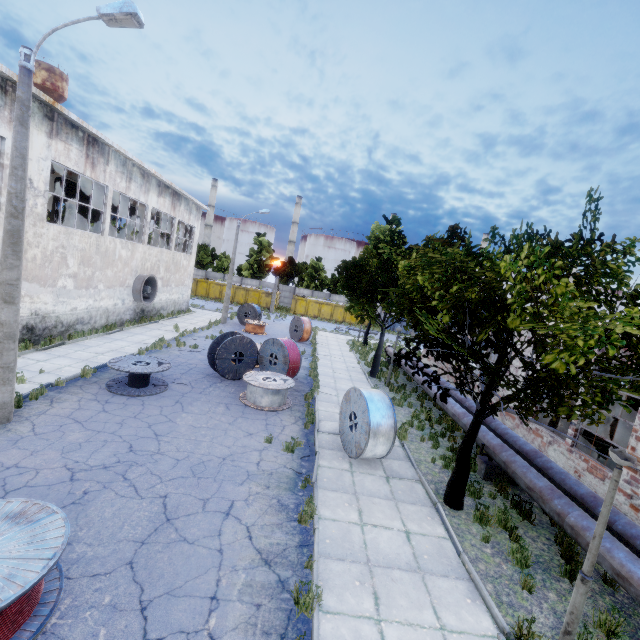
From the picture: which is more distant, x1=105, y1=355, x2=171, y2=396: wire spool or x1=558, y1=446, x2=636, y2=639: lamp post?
x1=105, y1=355, x2=171, y2=396: wire spool

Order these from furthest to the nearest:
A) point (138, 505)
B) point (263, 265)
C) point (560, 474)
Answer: point (263, 265) → point (560, 474) → point (138, 505)

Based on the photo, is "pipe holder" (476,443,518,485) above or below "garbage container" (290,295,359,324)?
below

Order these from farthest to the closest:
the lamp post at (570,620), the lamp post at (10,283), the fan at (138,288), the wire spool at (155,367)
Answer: the fan at (138,288), the wire spool at (155,367), the lamp post at (10,283), the lamp post at (570,620)

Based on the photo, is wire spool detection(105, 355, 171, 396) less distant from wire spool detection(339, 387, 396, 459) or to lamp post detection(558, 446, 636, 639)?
wire spool detection(339, 387, 396, 459)

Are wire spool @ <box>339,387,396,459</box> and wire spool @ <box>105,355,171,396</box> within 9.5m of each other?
yes

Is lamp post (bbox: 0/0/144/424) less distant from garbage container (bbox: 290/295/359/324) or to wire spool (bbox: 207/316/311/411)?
wire spool (bbox: 207/316/311/411)

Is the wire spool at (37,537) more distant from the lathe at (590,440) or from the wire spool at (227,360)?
the lathe at (590,440)
